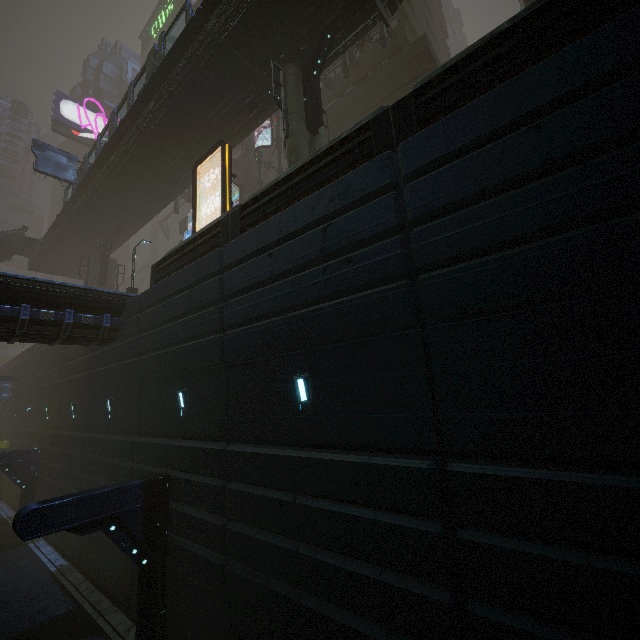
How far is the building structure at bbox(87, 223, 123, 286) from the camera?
28.8m

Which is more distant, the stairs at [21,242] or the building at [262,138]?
the stairs at [21,242]

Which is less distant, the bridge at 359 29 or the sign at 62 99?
the bridge at 359 29

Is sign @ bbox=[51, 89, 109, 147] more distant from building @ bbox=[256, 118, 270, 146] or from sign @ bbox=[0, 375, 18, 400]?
sign @ bbox=[0, 375, 18, 400]

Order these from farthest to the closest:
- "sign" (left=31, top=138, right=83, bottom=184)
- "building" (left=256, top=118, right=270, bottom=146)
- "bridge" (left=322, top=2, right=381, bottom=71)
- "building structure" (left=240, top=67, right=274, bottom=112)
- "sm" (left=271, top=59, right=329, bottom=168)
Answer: "building" (left=256, top=118, right=270, bottom=146) < "sign" (left=31, top=138, right=83, bottom=184) < "building structure" (left=240, top=67, right=274, bottom=112) < "bridge" (left=322, top=2, right=381, bottom=71) < "sm" (left=271, top=59, right=329, bottom=168)

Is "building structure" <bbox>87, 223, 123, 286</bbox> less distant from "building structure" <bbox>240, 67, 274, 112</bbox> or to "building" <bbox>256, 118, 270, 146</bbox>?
"building" <bbox>256, 118, 270, 146</bbox>

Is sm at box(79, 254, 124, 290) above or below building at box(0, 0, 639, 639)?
above

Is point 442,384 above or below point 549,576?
above
